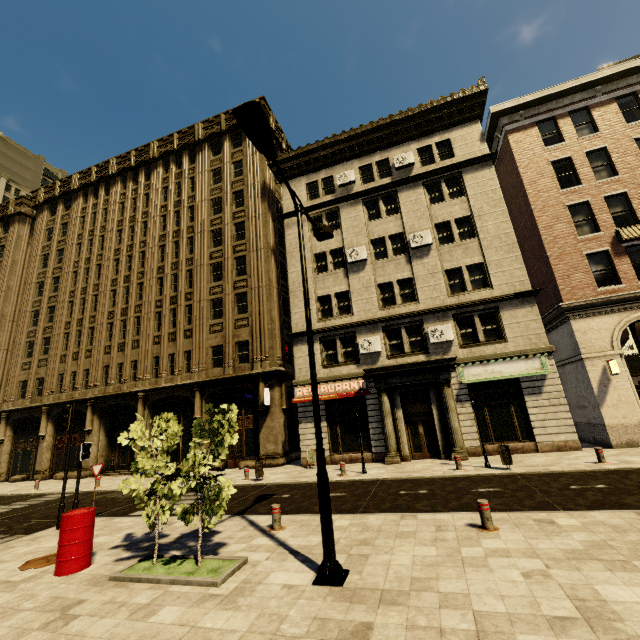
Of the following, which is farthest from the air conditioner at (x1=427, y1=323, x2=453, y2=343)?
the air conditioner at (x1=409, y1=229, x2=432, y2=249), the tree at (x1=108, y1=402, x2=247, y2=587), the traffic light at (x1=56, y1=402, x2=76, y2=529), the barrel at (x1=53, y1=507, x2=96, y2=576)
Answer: the traffic light at (x1=56, y1=402, x2=76, y2=529)

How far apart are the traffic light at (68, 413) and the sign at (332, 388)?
11.0m

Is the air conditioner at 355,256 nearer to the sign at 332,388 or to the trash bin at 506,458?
the sign at 332,388

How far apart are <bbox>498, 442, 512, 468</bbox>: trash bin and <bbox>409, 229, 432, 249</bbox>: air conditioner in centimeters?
1164cm

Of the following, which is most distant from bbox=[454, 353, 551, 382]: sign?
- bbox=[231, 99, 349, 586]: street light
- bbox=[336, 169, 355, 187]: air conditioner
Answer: bbox=[336, 169, 355, 187]: air conditioner

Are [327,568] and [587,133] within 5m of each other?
no

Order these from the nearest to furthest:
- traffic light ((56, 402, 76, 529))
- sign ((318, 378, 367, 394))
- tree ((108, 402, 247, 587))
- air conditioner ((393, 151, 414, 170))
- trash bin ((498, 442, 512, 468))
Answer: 1. tree ((108, 402, 247, 587))
2. traffic light ((56, 402, 76, 529))
3. trash bin ((498, 442, 512, 468))
4. sign ((318, 378, 367, 394))
5. air conditioner ((393, 151, 414, 170))

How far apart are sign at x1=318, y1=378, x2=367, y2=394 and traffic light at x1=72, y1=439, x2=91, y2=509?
10.5m
